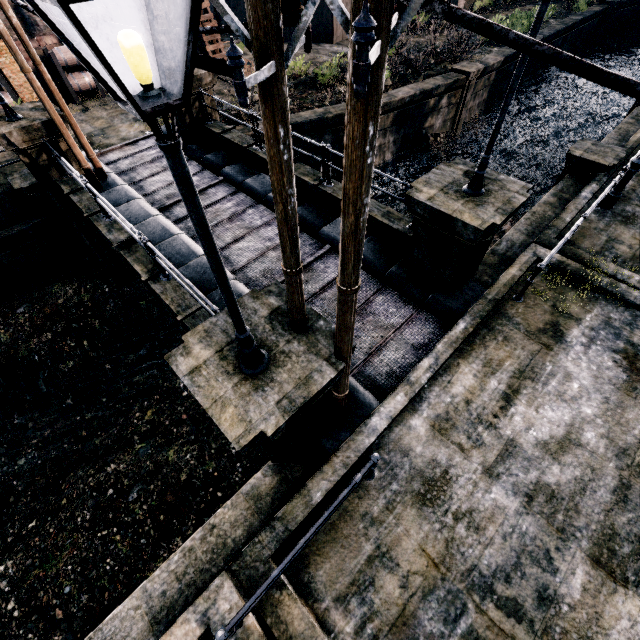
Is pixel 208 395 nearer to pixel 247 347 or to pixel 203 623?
pixel 247 347

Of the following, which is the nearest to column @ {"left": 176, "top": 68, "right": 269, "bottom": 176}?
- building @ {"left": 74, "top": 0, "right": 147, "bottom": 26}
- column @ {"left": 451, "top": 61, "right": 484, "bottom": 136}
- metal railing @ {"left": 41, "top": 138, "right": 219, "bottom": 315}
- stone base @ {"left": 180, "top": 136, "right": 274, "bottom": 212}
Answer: stone base @ {"left": 180, "top": 136, "right": 274, "bottom": 212}

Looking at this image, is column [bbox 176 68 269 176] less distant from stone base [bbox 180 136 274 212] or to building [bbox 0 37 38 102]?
stone base [bbox 180 136 274 212]

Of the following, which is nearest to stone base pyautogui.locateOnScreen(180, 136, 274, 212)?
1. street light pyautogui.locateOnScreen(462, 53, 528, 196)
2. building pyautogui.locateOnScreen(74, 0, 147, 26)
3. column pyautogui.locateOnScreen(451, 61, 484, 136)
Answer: street light pyautogui.locateOnScreen(462, 53, 528, 196)

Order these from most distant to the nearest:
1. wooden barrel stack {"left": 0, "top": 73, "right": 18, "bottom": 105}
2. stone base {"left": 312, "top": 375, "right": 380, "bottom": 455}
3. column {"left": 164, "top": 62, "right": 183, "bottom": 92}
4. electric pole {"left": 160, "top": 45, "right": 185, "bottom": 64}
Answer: wooden barrel stack {"left": 0, "top": 73, "right": 18, "bottom": 105} < column {"left": 164, "top": 62, "right": 183, "bottom": 92} < stone base {"left": 312, "top": 375, "right": 380, "bottom": 455} < electric pole {"left": 160, "top": 45, "right": 185, "bottom": 64}

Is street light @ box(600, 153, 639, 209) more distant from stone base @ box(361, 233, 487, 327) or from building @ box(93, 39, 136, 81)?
building @ box(93, 39, 136, 81)

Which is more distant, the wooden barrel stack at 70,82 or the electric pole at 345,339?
the wooden barrel stack at 70,82

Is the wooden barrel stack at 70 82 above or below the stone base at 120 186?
above
